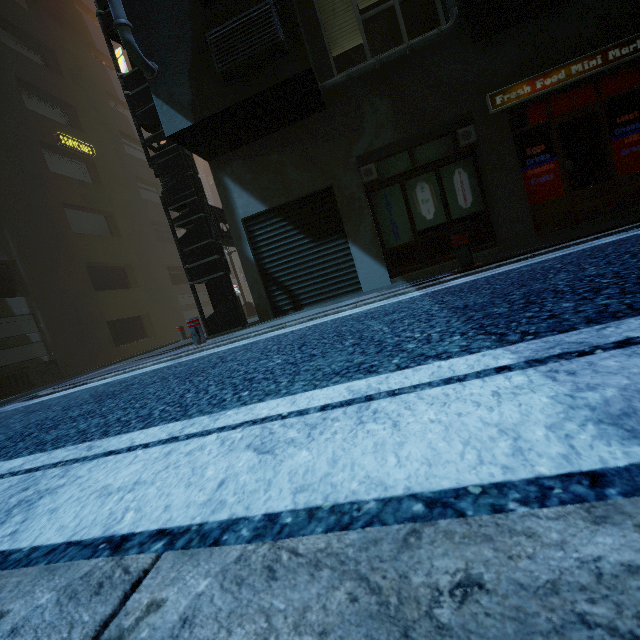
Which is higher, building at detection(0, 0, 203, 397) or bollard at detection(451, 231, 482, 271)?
building at detection(0, 0, 203, 397)

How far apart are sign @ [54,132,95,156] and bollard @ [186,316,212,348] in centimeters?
1690cm

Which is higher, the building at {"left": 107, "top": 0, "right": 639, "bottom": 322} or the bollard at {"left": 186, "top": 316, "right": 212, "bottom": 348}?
the building at {"left": 107, "top": 0, "right": 639, "bottom": 322}

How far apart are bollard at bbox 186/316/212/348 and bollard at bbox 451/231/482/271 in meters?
4.8 m

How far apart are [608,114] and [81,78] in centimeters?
2553cm

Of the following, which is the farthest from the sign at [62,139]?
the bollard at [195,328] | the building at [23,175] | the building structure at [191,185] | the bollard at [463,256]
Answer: the bollard at [463,256]

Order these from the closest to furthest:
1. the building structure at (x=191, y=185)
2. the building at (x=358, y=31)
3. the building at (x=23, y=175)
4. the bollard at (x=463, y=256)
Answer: the bollard at (x=463, y=256) → the building at (x=358, y=31) → the building structure at (x=191, y=185) → the building at (x=23, y=175)

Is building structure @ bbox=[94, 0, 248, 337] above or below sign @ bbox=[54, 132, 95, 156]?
below
